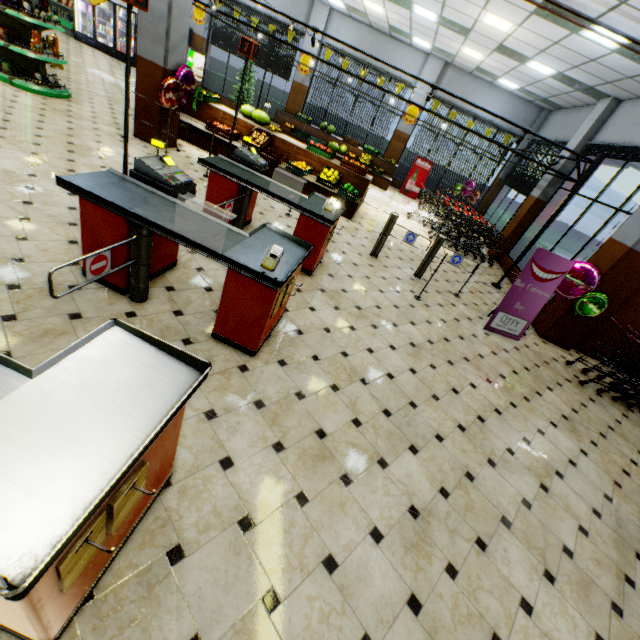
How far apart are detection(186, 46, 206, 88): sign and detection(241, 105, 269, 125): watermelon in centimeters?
824cm

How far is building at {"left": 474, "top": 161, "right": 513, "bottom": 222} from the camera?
14.0m

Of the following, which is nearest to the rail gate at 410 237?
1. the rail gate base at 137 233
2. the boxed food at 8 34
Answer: the rail gate base at 137 233

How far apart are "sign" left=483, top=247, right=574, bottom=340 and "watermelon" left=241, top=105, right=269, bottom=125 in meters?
7.6 m

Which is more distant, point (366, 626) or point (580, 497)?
point (580, 497)

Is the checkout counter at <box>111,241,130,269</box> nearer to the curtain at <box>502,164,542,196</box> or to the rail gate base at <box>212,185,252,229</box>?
the rail gate base at <box>212,185,252,229</box>

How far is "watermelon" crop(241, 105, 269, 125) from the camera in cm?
894

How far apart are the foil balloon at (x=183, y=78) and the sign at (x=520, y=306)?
7.6m
